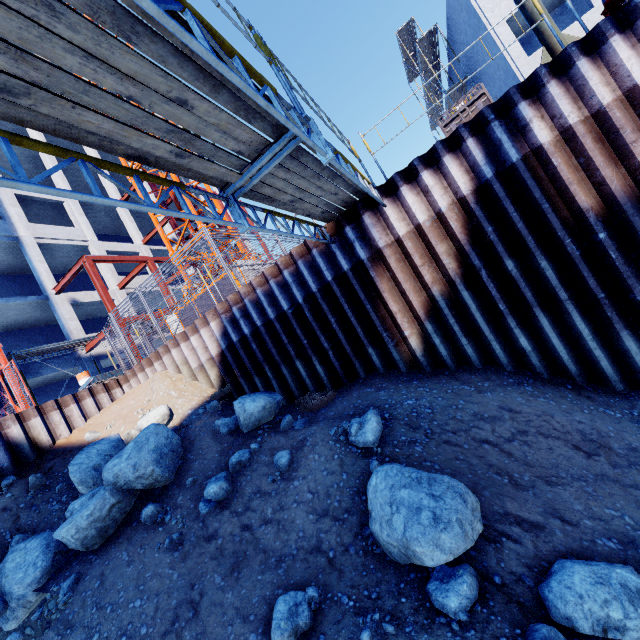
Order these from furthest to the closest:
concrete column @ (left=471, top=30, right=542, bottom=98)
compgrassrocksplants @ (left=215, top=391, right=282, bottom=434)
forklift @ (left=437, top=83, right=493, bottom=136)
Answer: concrete column @ (left=471, top=30, right=542, bottom=98), forklift @ (left=437, top=83, right=493, bottom=136), compgrassrocksplants @ (left=215, top=391, right=282, bottom=434)

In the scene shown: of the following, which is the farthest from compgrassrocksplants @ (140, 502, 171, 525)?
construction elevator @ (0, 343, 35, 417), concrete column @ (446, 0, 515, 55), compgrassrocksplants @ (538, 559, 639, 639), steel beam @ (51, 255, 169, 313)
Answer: concrete column @ (446, 0, 515, 55)

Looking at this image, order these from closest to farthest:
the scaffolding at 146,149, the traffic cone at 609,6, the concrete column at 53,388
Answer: the scaffolding at 146,149 → the traffic cone at 609,6 → the concrete column at 53,388

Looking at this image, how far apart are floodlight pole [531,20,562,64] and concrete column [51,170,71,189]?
22.6 meters

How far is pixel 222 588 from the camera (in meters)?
4.50

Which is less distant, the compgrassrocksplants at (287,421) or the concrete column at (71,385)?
the compgrassrocksplants at (287,421)

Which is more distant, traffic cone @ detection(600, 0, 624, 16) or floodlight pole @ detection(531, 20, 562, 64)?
floodlight pole @ detection(531, 20, 562, 64)

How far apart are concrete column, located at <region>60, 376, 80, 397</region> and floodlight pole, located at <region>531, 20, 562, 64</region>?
26.8 meters
